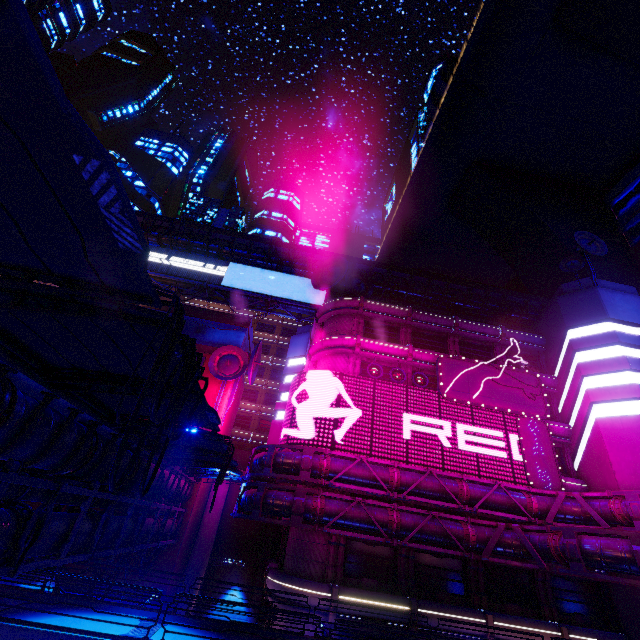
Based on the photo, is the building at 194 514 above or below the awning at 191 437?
below

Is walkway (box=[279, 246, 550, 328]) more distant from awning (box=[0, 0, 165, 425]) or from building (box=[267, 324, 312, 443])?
building (box=[267, 324, 312, 443])

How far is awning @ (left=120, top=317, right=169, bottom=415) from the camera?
6.39m

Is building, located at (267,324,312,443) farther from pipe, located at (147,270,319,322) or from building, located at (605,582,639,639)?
building, located at (605,582,639,639)

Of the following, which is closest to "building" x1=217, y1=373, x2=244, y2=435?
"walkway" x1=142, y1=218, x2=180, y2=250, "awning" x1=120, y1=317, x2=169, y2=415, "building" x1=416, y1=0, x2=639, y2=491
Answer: "walkway" x1=142, y1=218, x2=180, y2=250

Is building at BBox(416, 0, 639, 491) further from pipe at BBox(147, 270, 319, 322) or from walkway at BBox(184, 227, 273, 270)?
pipe at BBox(147, 270, 319, 322)

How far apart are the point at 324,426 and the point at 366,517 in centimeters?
672cm

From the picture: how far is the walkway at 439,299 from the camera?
42.5m
